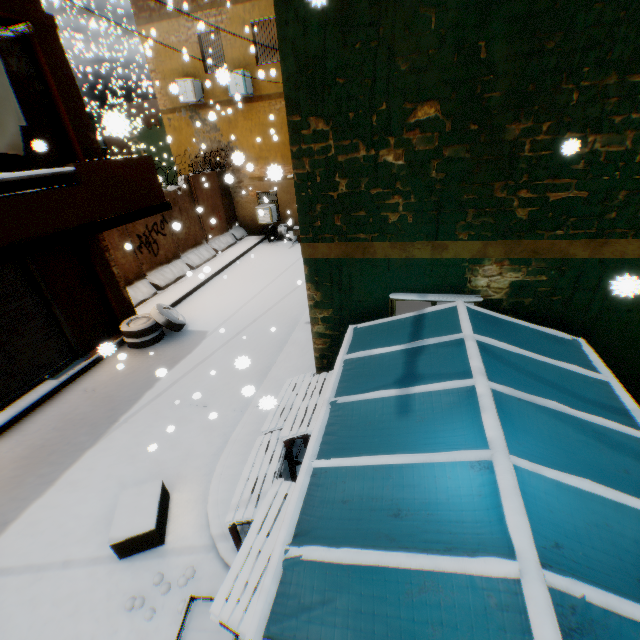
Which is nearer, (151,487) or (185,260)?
(151,487)

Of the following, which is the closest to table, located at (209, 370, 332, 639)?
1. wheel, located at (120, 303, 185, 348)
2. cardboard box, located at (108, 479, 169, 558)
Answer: cardboard box, located at (108, 479, 169, 558)

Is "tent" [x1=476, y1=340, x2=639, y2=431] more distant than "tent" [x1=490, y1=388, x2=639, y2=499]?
Yes

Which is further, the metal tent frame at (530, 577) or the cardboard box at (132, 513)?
the cardboard box at (132, 513)

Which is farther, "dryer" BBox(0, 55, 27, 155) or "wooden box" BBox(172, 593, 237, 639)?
"dryer" BBox(0, 55, 27, 155)

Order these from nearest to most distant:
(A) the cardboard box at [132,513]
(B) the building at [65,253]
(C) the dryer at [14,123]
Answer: (A) the cardboard box at [132,513] < (C) the dryer at [14,123] < (B) the building at [65,253]

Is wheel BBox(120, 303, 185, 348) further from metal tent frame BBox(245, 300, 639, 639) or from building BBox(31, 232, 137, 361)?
metal tent frame BBox(245, 300, 639, 639)

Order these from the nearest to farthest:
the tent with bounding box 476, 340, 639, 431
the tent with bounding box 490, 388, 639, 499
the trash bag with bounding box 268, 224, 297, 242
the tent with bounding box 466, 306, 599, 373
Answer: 1. the tent with bounding box 490, 388, 639, 499
2. the tent with bounding box 476, 340, 639, 431
3. the tent with bounding box 466, 306, 599, 373
4. the trash bag with bounding box 268, 224, 297, 242
